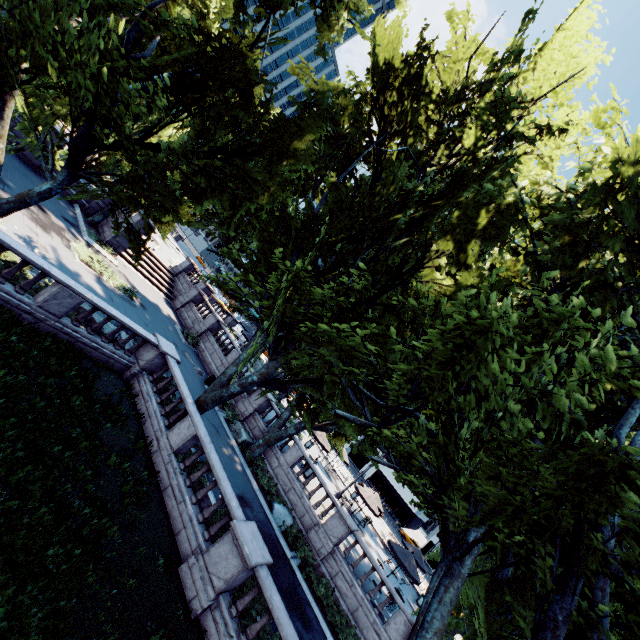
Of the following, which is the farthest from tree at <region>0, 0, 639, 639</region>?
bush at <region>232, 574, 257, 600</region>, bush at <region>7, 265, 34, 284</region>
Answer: bush at <region>7, 265, 34, 284</region>

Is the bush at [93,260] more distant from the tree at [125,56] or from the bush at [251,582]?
the bush at [251,582]

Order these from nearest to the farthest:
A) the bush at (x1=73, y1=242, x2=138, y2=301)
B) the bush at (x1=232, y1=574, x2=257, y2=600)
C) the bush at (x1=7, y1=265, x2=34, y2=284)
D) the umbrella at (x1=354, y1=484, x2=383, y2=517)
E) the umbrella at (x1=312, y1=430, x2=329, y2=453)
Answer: the bush at (x1=232, y1=574, x2=257, y2=600), the bush at (x1=7, y1=265, x2=34, y2=284), the bush at (x1=73, y1=242, x2=138, y2=301), the umbrella at (x1=354, y1=484, x2=383, y2=517), the umbrella at (x1=312, y1=430, x2=329, y2=453)

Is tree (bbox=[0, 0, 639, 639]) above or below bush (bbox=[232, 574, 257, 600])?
above

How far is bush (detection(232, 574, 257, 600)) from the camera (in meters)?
10.30

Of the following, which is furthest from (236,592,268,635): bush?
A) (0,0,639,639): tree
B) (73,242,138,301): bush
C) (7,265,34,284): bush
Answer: (73,242,138,301): bush

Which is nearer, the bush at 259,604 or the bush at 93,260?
the bush at 259,604

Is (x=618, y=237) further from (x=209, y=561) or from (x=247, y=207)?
(x=209, y=561)
